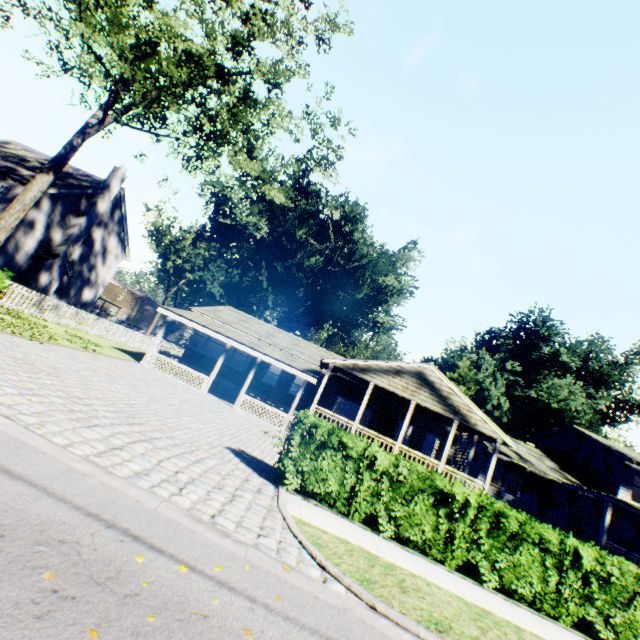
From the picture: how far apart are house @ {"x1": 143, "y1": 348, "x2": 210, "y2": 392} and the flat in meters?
3.3

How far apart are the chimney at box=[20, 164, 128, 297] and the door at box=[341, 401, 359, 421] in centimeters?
2292cm

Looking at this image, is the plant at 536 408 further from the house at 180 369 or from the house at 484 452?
the house at 180 369

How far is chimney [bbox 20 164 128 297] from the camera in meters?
22.6

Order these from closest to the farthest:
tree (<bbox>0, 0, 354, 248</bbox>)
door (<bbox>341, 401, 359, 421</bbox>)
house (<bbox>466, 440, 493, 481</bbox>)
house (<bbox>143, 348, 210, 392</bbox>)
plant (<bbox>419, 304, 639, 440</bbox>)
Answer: tree (<bbox>0, 0, 354, 248</bbox>) < house (<bbox>143, 348, 210, 392</bbox>) < door (<bbox>341, 401, 359, 421</bbox>) < house (<bbox>466, 440, 493, 481</bbox>) < plant (<bbox>419, 304, 639, 440</bbox>)

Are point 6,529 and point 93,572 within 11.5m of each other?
yes

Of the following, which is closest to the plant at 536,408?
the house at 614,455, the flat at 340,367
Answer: the house at 614,455

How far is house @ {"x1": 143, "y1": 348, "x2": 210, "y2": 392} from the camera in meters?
18.3
